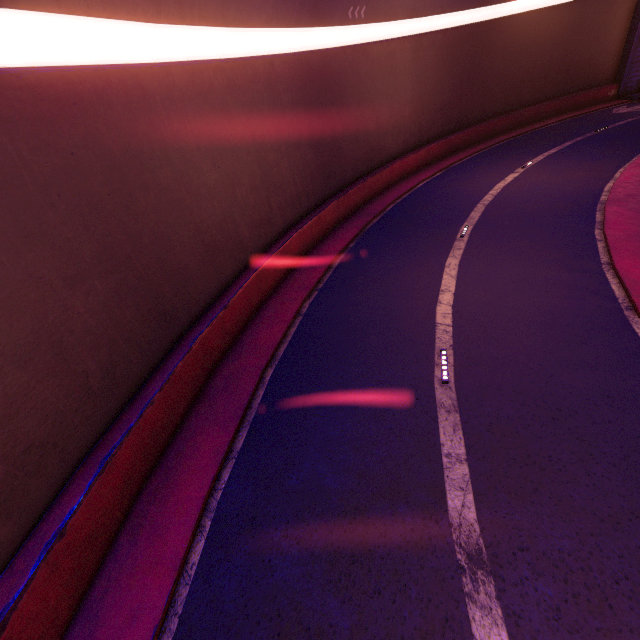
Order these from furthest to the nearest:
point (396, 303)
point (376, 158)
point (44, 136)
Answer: point (376, 158)
point (396, 303)
point (44, 136)
